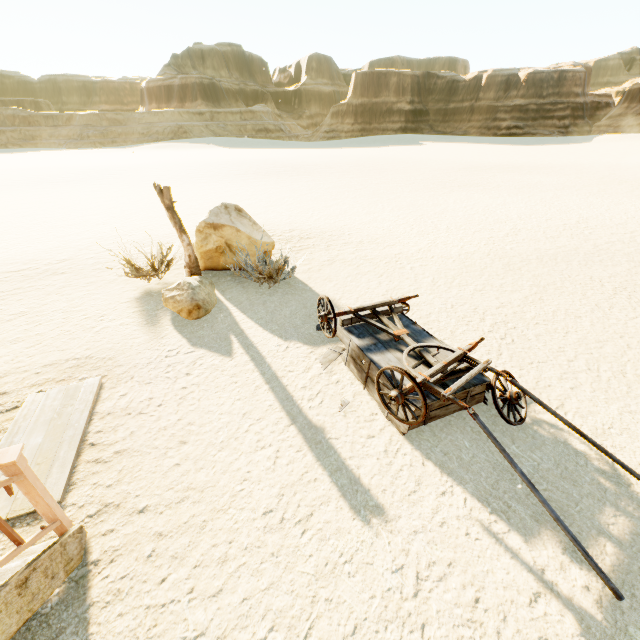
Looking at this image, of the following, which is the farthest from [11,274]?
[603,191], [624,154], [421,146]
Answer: [421,146]

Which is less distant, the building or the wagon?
the building

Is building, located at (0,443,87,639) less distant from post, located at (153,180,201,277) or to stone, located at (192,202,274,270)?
post, located at (153,180,201,277)

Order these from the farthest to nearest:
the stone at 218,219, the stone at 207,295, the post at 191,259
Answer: the stone at 218,219 < the post at 191,259 < the stone at 207,295

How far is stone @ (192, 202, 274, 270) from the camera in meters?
8.2

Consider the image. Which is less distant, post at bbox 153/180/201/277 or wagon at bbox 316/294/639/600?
wagon at bbox 316/294/639/600

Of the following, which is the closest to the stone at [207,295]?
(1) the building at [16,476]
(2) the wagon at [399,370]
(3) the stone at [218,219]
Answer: (3) the stone at [218,219]

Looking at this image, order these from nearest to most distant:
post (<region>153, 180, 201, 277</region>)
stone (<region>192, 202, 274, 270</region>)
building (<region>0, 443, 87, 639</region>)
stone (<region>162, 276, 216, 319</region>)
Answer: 1. building (<region>0, 443, 87, 639</region>)
2. stone (<region>162, 276, 216, 319</region>)
3. post (<region>153, 180, 201, 277</region>)
4. stone (<region>192, 202, 274, 270</region>)
